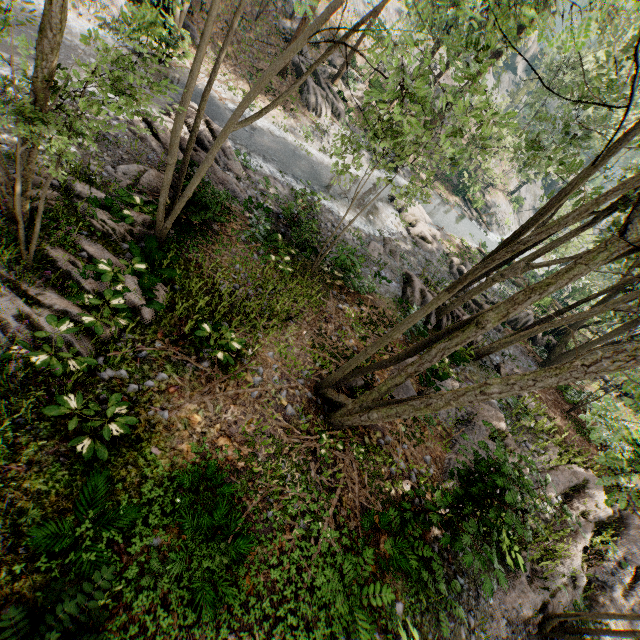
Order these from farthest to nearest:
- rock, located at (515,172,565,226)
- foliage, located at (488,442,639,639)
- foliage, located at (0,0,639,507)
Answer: rock, located at (515,172,565,226) < foliage, located at (488,442,639,639) < foliage, located at (0,0,639,507)

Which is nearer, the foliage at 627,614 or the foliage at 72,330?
the foliage at 72,330

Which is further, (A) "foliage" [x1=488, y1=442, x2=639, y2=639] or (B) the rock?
(B) the rock

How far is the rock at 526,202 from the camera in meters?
52.9 m

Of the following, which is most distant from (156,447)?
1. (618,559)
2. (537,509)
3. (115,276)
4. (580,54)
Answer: (580,54)

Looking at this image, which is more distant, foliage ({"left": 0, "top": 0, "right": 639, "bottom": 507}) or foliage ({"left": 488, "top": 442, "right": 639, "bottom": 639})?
foliage ({"left": 488, "top": 442, "right": 639, "bottom": 639})

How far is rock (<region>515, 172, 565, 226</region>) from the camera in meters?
52.9
